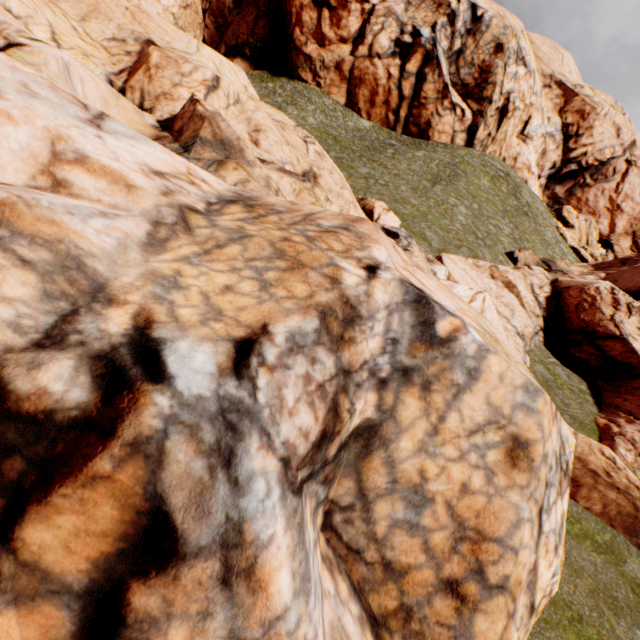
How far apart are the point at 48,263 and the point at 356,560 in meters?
4.4
